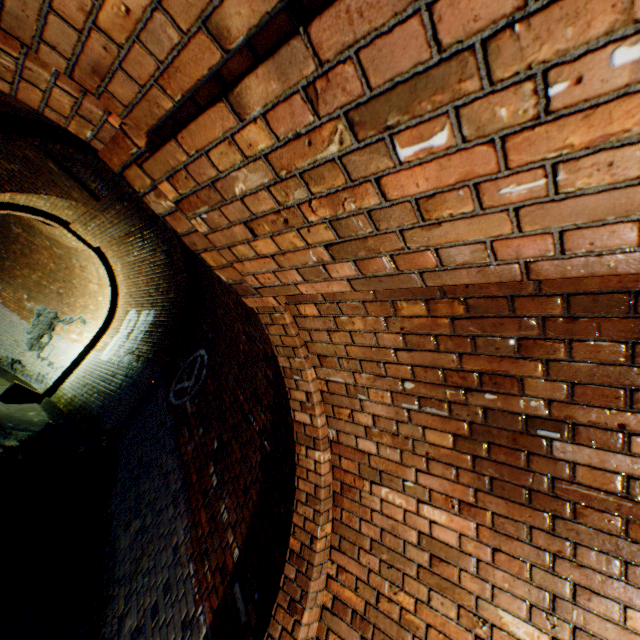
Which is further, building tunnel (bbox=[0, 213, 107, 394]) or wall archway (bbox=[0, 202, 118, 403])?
building tunnel (bbox=[0, 213, 107, 394])

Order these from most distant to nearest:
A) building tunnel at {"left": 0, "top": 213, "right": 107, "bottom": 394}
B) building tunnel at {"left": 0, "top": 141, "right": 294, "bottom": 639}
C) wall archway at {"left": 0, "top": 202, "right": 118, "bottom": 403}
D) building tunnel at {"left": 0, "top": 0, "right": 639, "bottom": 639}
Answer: building tunnel at {"left": 0, "top": 213, "right": 107, "bottom": 394}
wall archway at {"left": 0, "top": 202, "right": 118, "bottom": 403}
building tunnel at {"left": 0, "top": 141, "right": 294, "bottom": 639}
building tunnel at {"left": 0, "top": 0, "right": 639, "bottom": 639}

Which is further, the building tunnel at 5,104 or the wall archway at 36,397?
the wall archway at 36,397

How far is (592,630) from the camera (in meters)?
1.32

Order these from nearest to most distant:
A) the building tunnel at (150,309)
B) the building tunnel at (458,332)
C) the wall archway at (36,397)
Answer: the building tunnel at (458,332) < the building tunnel at (150,309) < the wall archway at (36,397)

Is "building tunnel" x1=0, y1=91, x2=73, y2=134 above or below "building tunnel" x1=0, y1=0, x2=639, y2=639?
above
